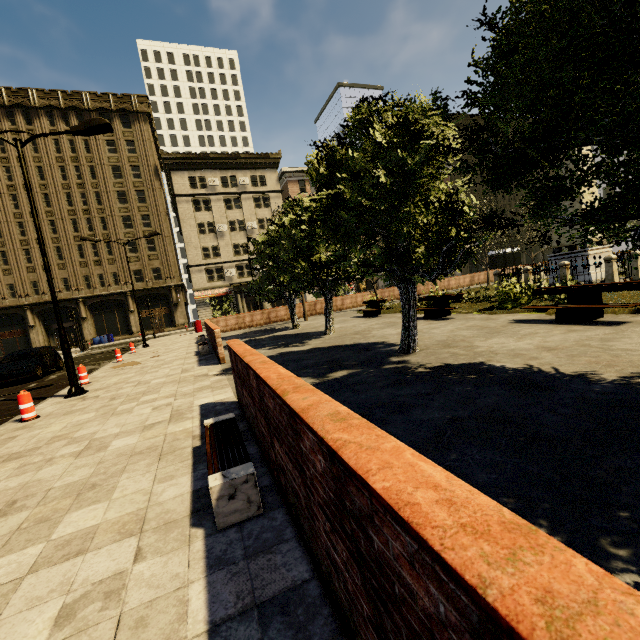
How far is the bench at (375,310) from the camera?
18.0 meters

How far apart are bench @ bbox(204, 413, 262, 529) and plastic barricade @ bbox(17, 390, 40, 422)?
6.08m

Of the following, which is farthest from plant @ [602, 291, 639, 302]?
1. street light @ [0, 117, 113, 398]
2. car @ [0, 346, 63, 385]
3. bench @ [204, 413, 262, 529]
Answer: car @ [0, 346, 63, 385]

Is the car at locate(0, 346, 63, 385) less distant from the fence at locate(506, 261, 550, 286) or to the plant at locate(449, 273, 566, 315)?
the plant at locate(449, 273, 566, 315)

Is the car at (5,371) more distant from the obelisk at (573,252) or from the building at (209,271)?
the obelisk at (573,252)

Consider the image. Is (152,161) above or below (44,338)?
above

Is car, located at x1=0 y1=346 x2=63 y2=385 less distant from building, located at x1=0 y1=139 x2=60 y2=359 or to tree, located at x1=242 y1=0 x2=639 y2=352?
building, located at x1=0 y1=139 x2=60 y2=359

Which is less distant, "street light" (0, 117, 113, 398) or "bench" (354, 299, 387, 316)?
"street light" (0, 117, 113, 398)
